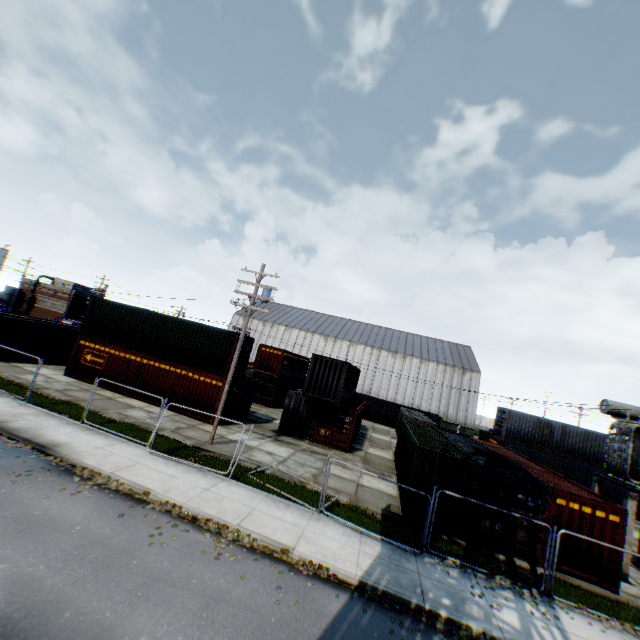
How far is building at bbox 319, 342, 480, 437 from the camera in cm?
5294

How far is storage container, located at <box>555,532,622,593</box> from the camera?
11.9 meters

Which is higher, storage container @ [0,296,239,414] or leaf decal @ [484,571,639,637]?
storage container @ [0,296,239,414]

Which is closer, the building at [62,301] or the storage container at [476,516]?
the storage container at [476,516]

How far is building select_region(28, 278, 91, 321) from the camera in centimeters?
5478cm

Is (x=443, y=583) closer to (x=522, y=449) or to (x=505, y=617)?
(x=505, y=617)

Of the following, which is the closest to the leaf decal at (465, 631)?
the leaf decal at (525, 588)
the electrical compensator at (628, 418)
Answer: the leaf decal at (525, 588)

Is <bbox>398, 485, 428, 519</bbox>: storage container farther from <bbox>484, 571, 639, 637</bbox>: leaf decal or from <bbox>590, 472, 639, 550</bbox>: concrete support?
<bbox>484, 571, 639, 637</bbox>: leaf decal
